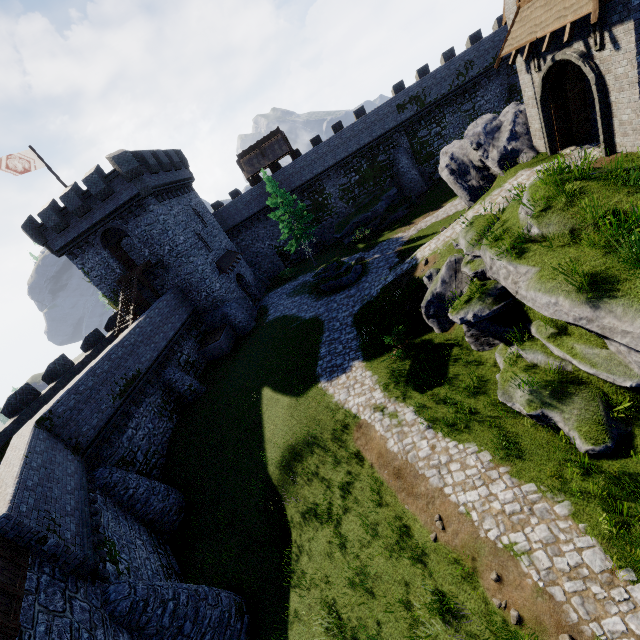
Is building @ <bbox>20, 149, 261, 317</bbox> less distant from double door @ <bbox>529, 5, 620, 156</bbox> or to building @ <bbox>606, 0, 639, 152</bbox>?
building @ <bbox>606, 0, 639, 152</bbox>

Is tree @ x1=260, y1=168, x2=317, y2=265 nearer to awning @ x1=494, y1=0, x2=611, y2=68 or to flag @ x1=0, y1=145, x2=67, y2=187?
flag @ x1=0, y1=145, x2=67, y2=187

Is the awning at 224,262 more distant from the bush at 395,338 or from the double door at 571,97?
the double door at 571,97

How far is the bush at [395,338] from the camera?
15.3 meters

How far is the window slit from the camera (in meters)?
10.38

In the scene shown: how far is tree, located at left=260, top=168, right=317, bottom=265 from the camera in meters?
31.2

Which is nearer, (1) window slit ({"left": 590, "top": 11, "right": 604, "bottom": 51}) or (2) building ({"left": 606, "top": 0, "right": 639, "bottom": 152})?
(2) building ({"left": 606, "top": 0, "right": 639, "bottom": 152})

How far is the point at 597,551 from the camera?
7.0 meters
